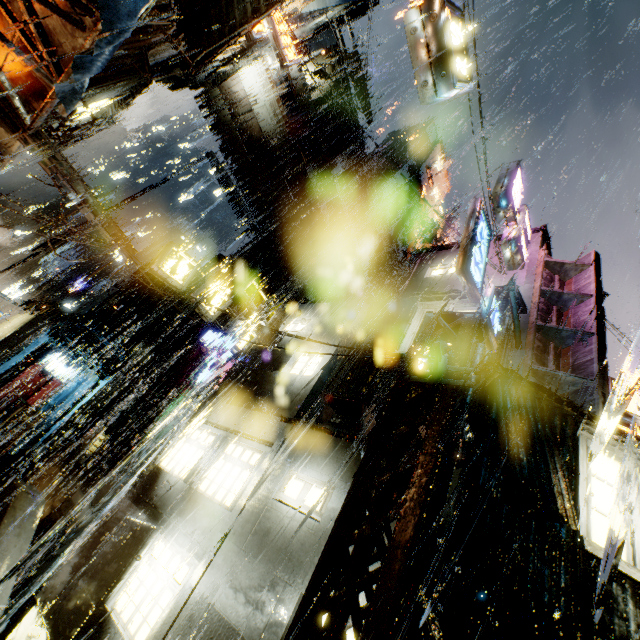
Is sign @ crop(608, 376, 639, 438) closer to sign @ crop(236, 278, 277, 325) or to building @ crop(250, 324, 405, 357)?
building @ crop(250, 324, 405, 357)

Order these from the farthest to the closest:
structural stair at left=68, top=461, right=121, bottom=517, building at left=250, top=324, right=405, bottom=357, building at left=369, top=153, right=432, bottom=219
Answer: building at left=369, top=153, right=432, bottom=219 < structural stair at left=68, top=461, right=121, bottom=517 < building at left=250, top=324, right=405, bottom=357

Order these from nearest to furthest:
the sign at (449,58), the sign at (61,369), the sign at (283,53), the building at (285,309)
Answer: the sign at (449,58) < the building at (285,309) < the sign at (283,53) < the sign at (61,369)

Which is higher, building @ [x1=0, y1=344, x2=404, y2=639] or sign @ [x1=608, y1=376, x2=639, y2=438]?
sign @ [x1=608, y1=376, x2=639, y2=438]

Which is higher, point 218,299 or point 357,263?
point 357,263

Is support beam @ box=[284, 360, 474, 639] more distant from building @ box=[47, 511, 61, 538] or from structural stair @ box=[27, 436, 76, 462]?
structural stair @ box=[27, 436, 76, 462]

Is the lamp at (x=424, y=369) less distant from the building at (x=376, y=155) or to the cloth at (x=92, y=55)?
the building at (x=376, y=155)

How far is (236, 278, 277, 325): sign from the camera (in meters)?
14.80
